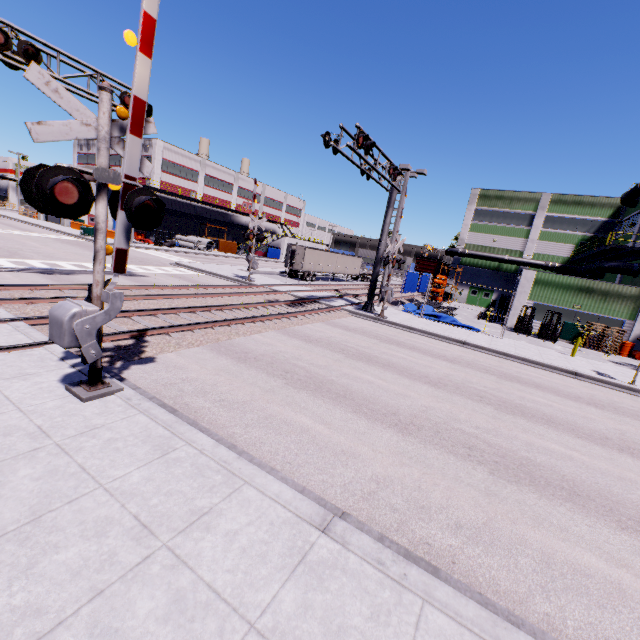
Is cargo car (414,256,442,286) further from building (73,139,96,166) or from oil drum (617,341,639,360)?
oil drum (617,341,639,360)

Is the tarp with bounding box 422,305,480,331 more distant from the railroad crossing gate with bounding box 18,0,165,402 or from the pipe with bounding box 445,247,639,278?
the railroad crossing gate with bounding box 18,0,165,402

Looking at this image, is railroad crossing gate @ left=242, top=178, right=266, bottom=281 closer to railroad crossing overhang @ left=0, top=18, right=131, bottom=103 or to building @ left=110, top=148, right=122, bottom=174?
railroad crossing overhang @ left=0, top=18, right=131, bottom=103

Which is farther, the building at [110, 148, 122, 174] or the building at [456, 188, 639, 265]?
the building at [110, 148, 122, 174]

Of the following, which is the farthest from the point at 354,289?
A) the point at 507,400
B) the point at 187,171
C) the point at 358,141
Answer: the point at 187,171

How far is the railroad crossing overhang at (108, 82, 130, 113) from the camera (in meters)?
13.70

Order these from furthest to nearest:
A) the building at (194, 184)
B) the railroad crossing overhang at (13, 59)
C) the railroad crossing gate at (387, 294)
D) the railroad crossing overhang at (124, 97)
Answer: the building at (194, 184) < the railroad crossing gate at (387, 294) < the railroad crossing overhang at (124, 97) < the railroad crossing overhang at (13, 59)

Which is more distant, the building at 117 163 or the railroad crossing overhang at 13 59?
the building at 117 163
